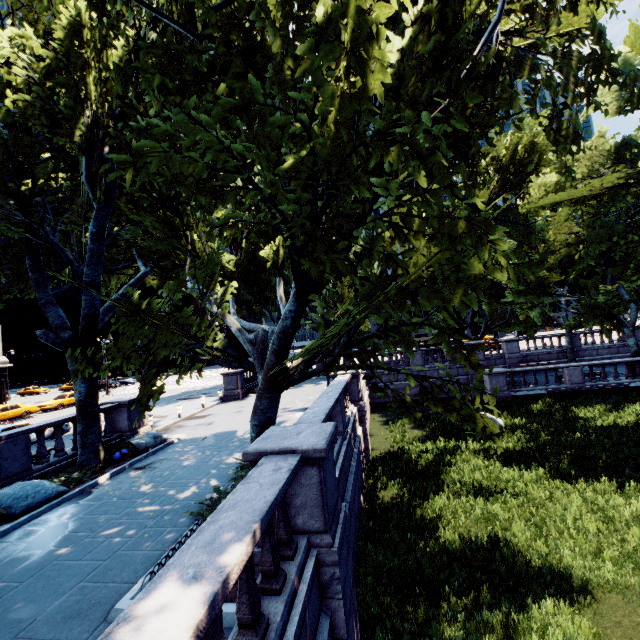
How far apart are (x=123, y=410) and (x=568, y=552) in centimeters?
1644cm

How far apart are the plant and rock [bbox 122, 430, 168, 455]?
0.1m

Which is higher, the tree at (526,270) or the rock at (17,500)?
the tree at (526,270)

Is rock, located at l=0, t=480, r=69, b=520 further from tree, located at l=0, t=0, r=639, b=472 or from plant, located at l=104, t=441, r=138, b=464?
plant, located at l=104, t=441, r=138, b=464

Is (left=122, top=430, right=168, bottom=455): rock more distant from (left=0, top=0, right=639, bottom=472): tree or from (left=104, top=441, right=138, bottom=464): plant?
(left=0, top=0, right=639, bottom=472): tree

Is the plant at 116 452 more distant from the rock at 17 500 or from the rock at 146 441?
the rock at 17 500

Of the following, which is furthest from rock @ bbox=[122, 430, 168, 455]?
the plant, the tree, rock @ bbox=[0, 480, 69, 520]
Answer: rock @ bbox=[0, 480, 69, 520]

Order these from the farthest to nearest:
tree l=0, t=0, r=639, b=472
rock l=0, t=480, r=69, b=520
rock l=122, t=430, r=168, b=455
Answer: rock l=122, t=430, r=168, b=455 → rock l=0, t=480, r=69, b=520 → tree l=0, t=0, r=639, b=472
